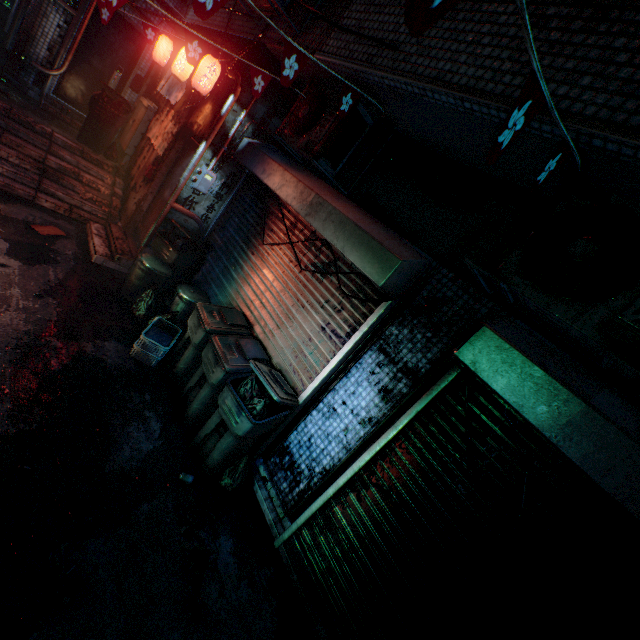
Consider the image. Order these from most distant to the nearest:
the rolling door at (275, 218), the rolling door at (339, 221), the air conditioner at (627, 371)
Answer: the rolling door at (275, 218)
the rolling door at (339, 221)
the air conditioner at (627, 371)

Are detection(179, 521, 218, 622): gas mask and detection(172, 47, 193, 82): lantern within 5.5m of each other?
no

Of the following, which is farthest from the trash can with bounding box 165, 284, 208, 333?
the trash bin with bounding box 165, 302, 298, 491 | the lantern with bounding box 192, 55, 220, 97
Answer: the lantern with bounding box 192, 55, 220, 97

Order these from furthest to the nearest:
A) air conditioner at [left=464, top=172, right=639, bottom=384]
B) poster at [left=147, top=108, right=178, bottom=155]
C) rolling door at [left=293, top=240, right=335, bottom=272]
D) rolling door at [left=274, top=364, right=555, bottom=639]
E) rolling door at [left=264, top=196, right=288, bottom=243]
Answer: poster at [left=147, top=108, right=178, bottom=155] → rolling door at [left=264, top=196, right=288, bottom=243] → rolling door at [left=293, top=240, right=335, bottom=272] → rolling door at [left=274, top=364, right=555, bottom=639] → air conditioner at [left=464, top=172, right=639, bottom=384]

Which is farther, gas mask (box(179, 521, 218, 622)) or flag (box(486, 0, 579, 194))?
gas mask (box(179, 521, 218, 622))

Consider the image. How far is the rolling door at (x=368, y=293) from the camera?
3.2 meters

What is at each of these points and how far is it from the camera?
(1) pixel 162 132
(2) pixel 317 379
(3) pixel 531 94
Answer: (1) poster, 5.8 meters
(2) rolling door, 3.3 meters
(3) flag, 1.1 meters

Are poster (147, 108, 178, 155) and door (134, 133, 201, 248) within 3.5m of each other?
yes
